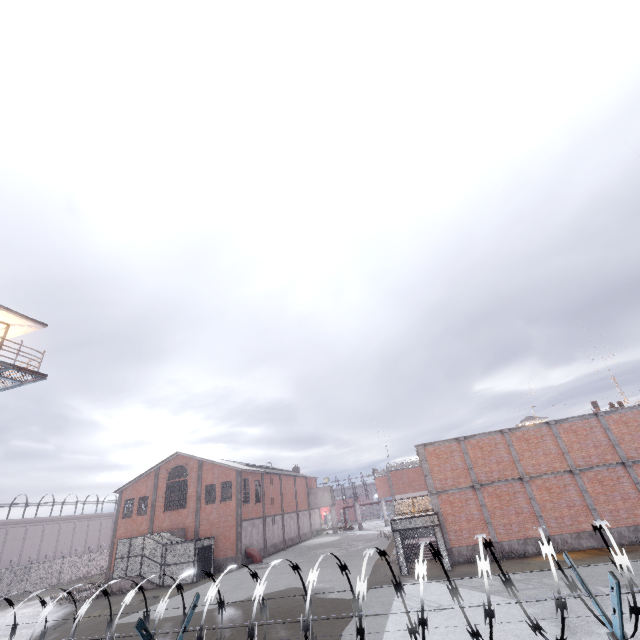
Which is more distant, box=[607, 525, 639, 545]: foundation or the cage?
the cage

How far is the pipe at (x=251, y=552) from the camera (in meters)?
32.97

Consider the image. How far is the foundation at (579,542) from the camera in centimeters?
1867cm

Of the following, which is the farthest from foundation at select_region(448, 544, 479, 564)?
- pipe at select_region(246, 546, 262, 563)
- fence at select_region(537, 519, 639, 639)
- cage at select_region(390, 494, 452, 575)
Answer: pipe at select_region(246, 546, 262, 563)

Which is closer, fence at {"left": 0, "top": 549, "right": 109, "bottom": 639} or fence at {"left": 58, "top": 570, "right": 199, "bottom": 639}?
fence at {"left": 58, "top": 570, "right": 199, "bottom": 639}

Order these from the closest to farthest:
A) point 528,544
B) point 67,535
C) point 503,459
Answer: point 528,544
point 503,459
point 67,535

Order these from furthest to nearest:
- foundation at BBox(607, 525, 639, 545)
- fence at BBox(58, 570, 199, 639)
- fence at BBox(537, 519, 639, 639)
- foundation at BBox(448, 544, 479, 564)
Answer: foundation at BBox(448, 544, 479, 564) < foundation at BBox(607, 525, 639, 545) < fence at BBox(58, 570, 199, 639) < fence at BBox(537, 519, 639, 639)
